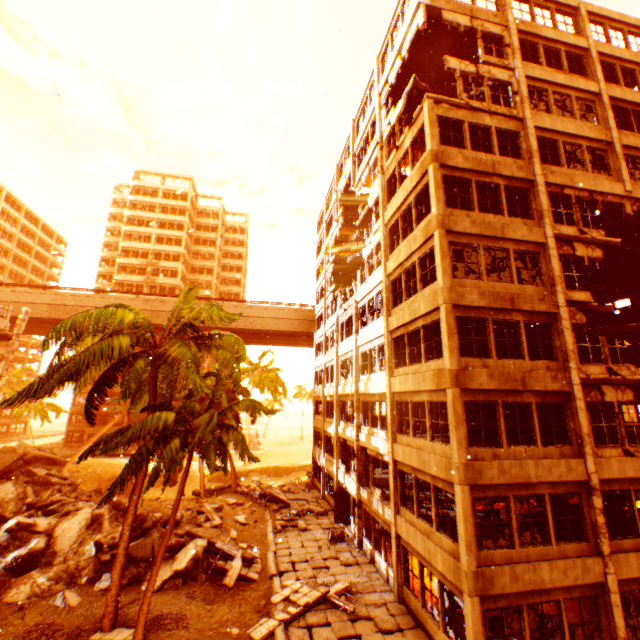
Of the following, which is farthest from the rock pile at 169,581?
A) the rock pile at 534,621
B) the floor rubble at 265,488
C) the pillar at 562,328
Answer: the pillar at 562,328

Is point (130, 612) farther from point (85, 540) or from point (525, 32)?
point (525, 32)

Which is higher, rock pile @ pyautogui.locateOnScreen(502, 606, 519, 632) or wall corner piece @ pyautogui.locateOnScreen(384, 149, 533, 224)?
wall corner piece @ pyautogui.locateOnScreen(384, 149, 533, 224)

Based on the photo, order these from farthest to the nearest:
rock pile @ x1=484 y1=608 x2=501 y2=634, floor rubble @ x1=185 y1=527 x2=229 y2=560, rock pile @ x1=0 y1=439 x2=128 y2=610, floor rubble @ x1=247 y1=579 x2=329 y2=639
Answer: floor rubble @ x1=185 y1=527 x2=229 y2=560, rock pile @ x1=0 y1=439 x2=128 y2=610, floor rubble @ x1=247 y1=579 x2=329 y2=639, rock pile @ x1=484 y1=608 x2=501 y2=634

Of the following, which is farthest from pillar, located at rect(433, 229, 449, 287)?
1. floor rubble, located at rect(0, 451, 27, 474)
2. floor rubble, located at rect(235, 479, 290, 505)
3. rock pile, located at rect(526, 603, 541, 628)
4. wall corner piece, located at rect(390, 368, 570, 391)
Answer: floor rubble, located at rect(0, 451, 27, 474)

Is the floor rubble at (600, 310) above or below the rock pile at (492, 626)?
above

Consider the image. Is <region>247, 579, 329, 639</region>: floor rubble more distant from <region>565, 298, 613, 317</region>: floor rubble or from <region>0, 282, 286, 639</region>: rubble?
<region>565, 298, 613, 317</region>: floor rubble

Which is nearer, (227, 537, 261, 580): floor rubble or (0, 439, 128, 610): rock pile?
(0, 439, 128, 610): rock pile
